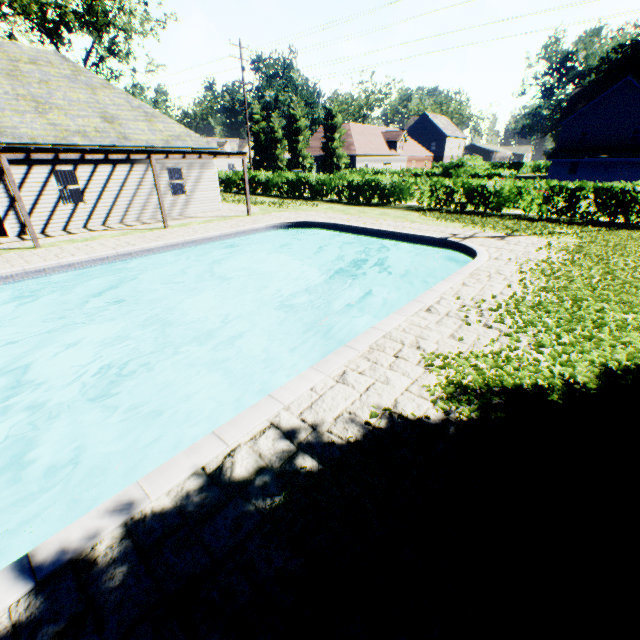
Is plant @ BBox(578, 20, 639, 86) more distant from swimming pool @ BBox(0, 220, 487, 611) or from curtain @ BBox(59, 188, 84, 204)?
curtain @ BBox(59, 188, 84, 204)

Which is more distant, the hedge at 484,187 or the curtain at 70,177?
the hedge at 484,187

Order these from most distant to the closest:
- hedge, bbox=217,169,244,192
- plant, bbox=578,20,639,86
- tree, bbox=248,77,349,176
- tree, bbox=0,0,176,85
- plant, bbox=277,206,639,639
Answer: plant, bbox=578,20,639,86
tree, bbox=248,77,349,176
hedge, bbox=217,169,244,192
tree, bbox=0,0,176,85
plant, bbox=277,206,639,639

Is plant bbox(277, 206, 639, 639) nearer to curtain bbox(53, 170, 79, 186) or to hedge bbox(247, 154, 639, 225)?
hedge bbox(247, 154, 639, 225)

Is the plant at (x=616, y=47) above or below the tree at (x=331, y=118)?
above

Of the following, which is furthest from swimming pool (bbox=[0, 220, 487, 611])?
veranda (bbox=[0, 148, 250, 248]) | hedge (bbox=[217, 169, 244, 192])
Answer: hedge (bbox=[217, 169, 244, 192])

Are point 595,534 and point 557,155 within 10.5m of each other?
no

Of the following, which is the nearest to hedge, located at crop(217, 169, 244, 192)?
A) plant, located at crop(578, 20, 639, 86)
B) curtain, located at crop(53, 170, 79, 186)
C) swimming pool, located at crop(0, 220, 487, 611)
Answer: swimming pool, located at crop(0, 220, 487, 611)
